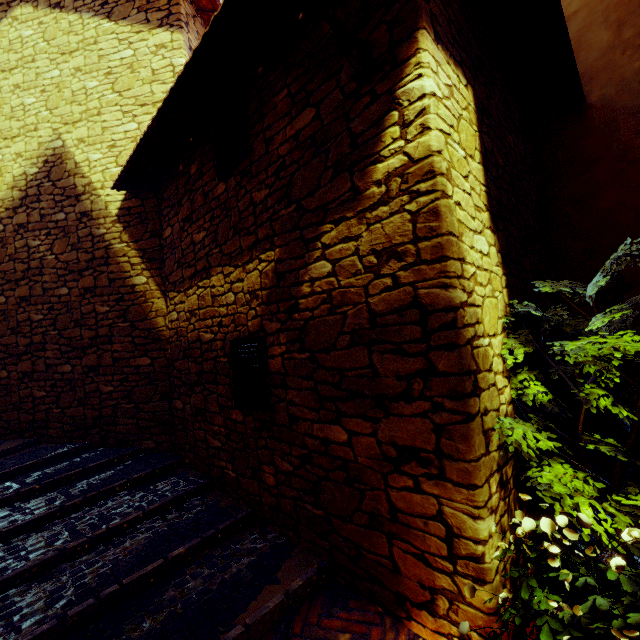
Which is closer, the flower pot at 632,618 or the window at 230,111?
the flower pot at 632,618

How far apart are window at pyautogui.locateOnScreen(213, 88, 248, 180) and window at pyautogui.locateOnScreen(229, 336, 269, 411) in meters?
1.8 m

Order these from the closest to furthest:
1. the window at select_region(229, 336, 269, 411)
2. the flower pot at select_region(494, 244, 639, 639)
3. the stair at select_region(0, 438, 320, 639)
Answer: the flower pot at select_region(494, 244, 639, 639) → the stair at select_region(0, 438, 320, 639) → the window at select_region(229, 336, 269, 411)

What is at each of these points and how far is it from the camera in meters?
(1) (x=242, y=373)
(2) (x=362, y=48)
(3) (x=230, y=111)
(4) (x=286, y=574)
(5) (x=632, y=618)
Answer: (1) window, 3.3 m
(2) street light, 2.1 m
(3) window, 3.4 m
(4) stair, 2.4 m
(5) flower pot, 1.3 m

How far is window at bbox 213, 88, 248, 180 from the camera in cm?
317

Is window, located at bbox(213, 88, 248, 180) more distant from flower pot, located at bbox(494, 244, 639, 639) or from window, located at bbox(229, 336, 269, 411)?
flower pot, located at bbox(494, 244, 639, 639)

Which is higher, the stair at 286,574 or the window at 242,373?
the window at 242,373

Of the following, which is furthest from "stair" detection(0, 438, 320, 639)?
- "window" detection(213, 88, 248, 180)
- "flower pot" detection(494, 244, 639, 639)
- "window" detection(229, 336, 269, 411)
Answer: "window" detection(213, 88, 248, 180)
